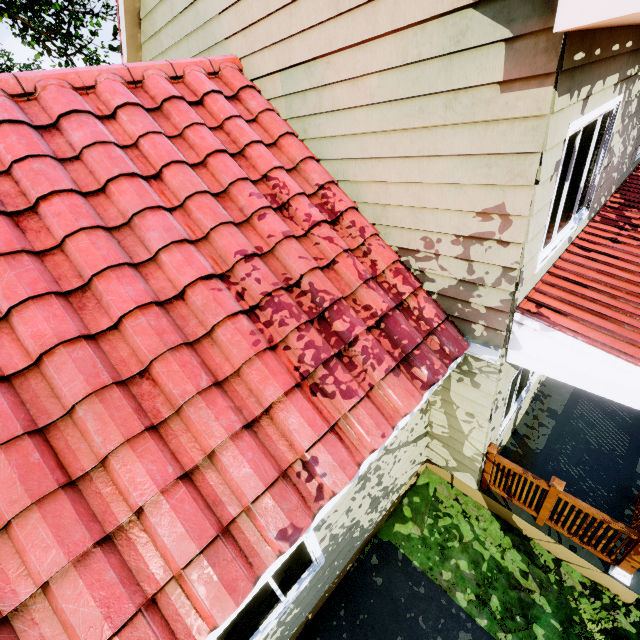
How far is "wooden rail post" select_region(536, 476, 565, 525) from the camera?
4.1 meters

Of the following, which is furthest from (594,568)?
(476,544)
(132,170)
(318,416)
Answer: (132,170)

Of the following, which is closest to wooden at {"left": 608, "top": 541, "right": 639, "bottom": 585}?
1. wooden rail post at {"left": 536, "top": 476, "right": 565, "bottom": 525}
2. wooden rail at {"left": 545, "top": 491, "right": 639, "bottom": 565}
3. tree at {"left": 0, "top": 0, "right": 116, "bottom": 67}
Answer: wooden rail at {"left": 545, "top": 491, "right": 639, "bottom": 565}

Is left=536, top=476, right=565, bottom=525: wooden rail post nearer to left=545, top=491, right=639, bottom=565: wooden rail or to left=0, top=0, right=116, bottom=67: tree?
left=545, top=491, right=639, bottom=565: wooden rail

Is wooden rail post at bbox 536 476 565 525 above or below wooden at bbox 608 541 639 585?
above

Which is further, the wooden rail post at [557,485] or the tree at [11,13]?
the tree at [11,13]

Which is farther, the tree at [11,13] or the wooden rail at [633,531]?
the tree at [11,13]
